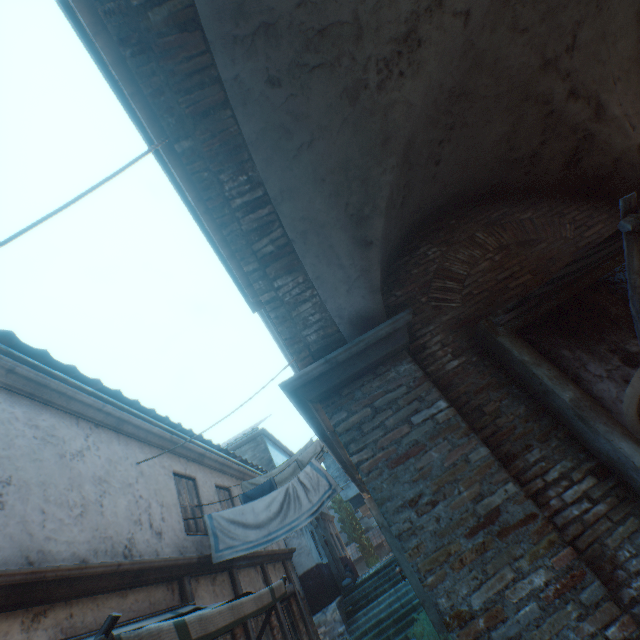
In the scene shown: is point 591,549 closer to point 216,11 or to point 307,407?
point 307,407

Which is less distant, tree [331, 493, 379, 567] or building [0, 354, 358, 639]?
building [0, 354, 358, 639]

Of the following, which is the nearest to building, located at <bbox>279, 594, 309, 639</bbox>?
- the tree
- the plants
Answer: the tree

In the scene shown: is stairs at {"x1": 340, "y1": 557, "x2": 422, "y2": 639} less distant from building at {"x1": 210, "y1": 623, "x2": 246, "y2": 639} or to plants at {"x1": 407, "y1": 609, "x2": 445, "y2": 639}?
plants at {"x1": 407, "y1": 609, "x2": 445, "y2": 639}

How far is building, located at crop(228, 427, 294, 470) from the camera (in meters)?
16.62

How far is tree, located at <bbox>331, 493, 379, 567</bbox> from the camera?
27.95m

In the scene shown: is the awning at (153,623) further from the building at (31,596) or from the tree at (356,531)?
the tree at (356,531)

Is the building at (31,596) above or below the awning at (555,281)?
above
